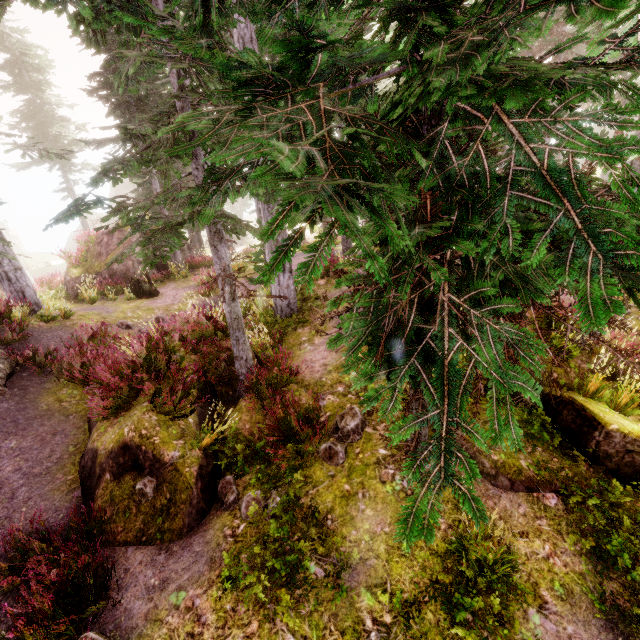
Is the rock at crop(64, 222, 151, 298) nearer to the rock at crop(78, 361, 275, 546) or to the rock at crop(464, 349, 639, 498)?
the rock at crop(78, 361, 275, 546)

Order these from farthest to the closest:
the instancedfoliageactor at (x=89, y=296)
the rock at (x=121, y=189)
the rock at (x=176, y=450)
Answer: the rock at (x=121, y=189) < the instancedfoliageactor at (x=89, y=296) < the rock at (x=176, y=450)

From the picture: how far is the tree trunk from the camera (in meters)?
15.24

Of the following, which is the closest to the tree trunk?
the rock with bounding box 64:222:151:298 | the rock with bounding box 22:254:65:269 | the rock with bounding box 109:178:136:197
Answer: the rock with bounding box 64:222:151:298

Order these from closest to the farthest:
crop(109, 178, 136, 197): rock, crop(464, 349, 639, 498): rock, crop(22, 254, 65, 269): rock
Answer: crop(464, 349, 639, 498): rock
crop(22, 254, 65, 269): rock
crop(109, 178, 136, 197): rock

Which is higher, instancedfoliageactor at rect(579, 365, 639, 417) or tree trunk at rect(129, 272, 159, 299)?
instancedfoliageactor at rect(579, 365, 639, 417)

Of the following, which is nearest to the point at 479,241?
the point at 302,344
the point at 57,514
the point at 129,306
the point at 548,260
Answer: the point at 548,260

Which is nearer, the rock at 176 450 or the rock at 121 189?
the rock at 176 450
